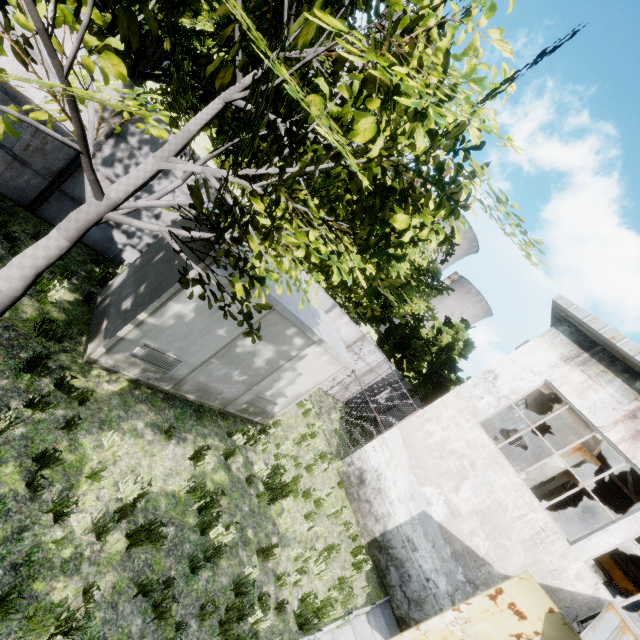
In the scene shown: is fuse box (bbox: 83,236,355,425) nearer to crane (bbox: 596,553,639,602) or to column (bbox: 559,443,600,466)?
column (bbox: 559,443,600,466)

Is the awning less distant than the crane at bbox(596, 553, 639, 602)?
Yes

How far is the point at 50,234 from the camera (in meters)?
3.95

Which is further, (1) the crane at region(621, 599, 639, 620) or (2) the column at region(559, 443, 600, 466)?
(1) the crane at region(621, 599, 639, 620)

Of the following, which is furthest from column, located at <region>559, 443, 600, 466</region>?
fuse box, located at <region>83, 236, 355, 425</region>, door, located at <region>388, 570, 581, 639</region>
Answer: fuse box, located at <region>83, 236, 355, 425</region>

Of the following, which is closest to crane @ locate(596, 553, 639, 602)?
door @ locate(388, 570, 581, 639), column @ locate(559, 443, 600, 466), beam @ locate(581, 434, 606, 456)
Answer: beam @ locate(581, 434, 606, 456)

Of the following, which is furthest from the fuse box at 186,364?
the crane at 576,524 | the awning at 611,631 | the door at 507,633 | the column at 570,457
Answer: the crane at 576,524

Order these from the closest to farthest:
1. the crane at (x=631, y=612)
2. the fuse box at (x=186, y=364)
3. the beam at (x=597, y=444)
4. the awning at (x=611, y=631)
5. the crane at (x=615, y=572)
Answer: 1. the fuse box at (x=186, y=364)
2. the awning at (x=611, y=631)
3. the beam at (x=597, y=444)
4. the crane at (x=631, y=612)
5. the crane at (x=615, y=572)
